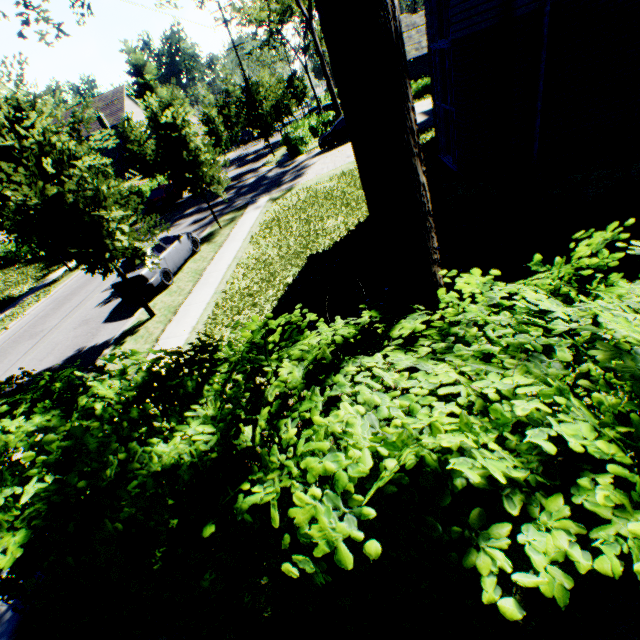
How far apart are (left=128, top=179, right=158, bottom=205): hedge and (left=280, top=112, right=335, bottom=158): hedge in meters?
14.5 m

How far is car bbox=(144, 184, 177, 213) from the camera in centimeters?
2708cm

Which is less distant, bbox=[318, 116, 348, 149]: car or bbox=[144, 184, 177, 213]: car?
bbox=[318, 116, 348, 149]: car

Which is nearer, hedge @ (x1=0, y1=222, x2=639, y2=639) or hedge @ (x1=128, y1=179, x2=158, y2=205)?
hedge @ (x1=0, y1=222, x2=639, y2=639)

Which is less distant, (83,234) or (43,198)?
(43,198)

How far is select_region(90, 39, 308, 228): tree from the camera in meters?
14.3

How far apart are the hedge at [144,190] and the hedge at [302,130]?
14.46m

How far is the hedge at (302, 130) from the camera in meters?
27.7
